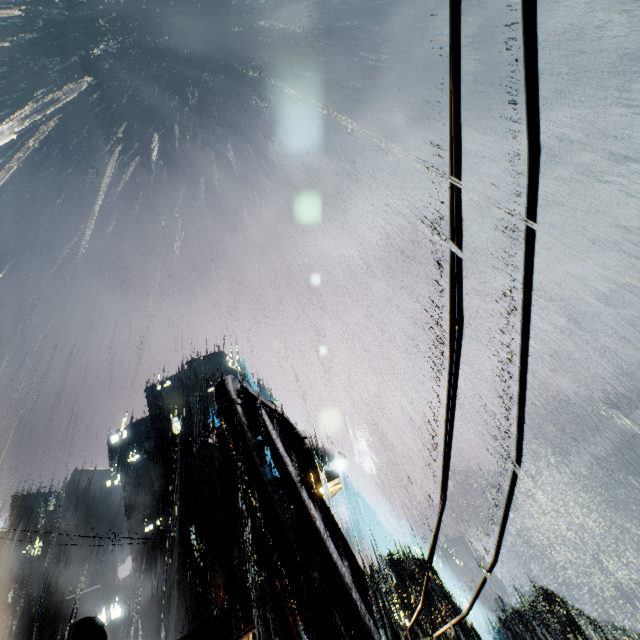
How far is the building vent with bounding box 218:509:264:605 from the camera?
39.5 meters

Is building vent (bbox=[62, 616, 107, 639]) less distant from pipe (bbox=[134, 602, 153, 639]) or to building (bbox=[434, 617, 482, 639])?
building (bbox=[434, 617, 482, 639])

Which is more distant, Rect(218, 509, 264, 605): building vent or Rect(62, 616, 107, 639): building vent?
Rect(218, 509, 264, 605): building vent

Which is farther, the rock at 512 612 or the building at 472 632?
the rock at 512 612

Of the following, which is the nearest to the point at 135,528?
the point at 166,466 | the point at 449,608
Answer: the point at 166,466

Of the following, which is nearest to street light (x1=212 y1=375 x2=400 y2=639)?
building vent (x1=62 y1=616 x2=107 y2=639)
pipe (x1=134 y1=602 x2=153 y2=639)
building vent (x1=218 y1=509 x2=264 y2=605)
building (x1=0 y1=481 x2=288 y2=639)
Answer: building (x1=0 y1=481 x2=288 y2=639)

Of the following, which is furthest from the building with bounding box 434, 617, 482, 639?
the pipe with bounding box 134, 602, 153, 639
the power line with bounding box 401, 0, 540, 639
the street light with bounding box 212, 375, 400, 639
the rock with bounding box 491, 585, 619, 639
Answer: the rock with bounding box 491, 585, 619, 639

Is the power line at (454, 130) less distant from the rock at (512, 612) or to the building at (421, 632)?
the building at (421, 632)
